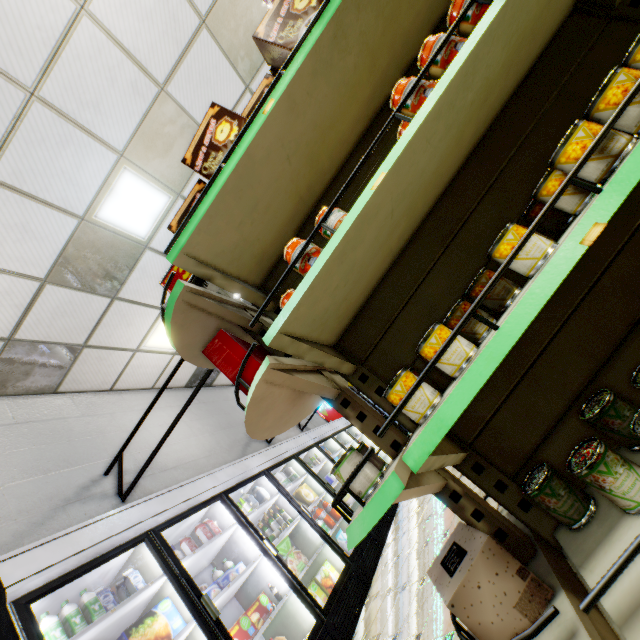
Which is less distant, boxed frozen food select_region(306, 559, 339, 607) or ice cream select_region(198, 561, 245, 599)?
ice cream select_region(198, 561, 245, 599)

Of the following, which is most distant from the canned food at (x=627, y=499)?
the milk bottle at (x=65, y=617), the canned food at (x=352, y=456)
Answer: the milk bottle at (x=65, y=617)

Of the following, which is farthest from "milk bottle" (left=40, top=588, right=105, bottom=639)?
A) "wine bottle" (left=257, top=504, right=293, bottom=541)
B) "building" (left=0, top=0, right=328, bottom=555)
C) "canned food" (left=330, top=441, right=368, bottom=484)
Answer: "canned food" (left=330, top=441, right=368, bottom=484)

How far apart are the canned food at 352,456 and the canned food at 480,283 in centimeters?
47cm

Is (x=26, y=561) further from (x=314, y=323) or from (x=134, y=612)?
(x=314, y=323)

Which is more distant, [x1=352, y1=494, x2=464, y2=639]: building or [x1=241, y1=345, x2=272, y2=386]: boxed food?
[x1=352, y1=494, x2=464, y2=639]: building

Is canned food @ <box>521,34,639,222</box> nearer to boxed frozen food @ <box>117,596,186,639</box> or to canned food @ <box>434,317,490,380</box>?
canned food @ <box>434,317,490,380</box>

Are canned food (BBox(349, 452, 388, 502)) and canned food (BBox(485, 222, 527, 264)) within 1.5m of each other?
yes
